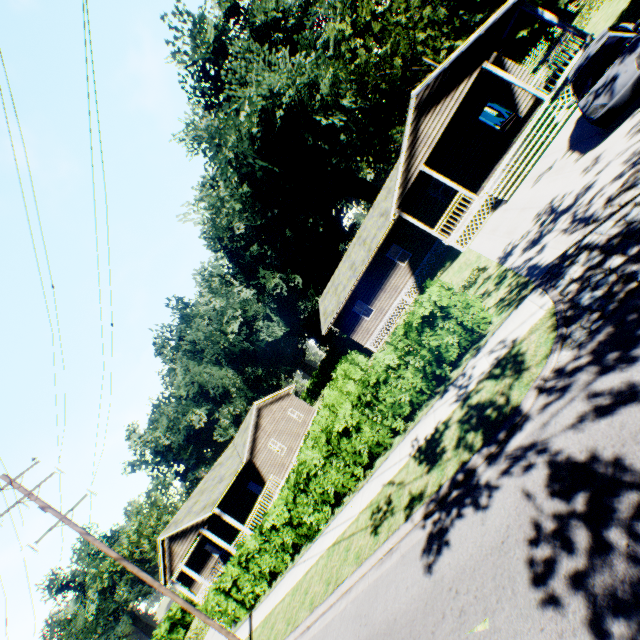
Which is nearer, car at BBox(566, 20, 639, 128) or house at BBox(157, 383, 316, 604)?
car at BBox(566, 20, 639, 128)

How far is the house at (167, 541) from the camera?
22.67m

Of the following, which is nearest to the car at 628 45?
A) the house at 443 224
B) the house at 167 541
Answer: the house at 443 224

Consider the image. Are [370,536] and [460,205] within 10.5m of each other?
no

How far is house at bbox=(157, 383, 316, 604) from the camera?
22.67m

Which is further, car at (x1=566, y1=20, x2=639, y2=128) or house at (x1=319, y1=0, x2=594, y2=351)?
house at (x1=319, y1=0, x2=594, y2=351)

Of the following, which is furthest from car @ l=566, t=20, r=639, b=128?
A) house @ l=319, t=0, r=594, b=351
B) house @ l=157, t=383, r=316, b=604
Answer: house @ l=157, t=383, r=316, b=604

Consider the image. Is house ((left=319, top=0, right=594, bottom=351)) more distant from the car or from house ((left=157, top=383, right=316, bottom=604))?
house ((left=157, top=383, right=316, bottom=604))
